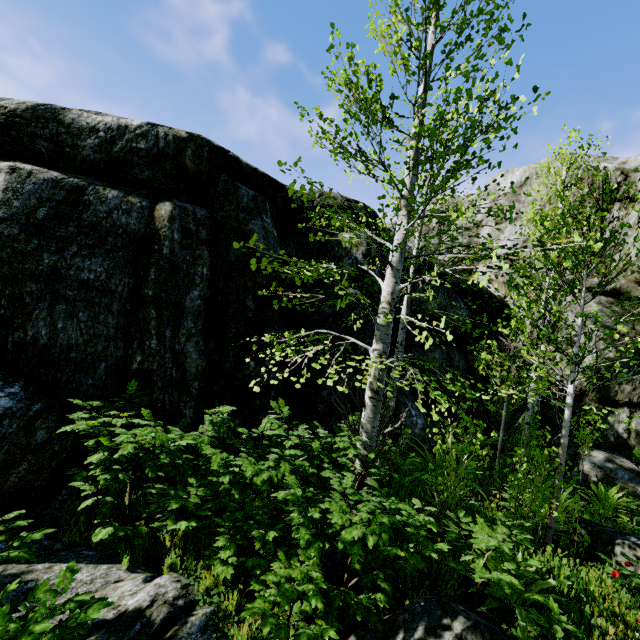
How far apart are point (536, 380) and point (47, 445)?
7.9 meters

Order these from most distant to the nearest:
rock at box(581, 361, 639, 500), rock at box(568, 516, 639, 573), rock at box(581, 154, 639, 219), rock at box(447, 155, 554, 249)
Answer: rock at box(447, 155, 554, 249)
rock at box(581, 154, 639, 219)
rock at box(581, 361, 639, 500)
rock at box(568, 516, 639, 573)

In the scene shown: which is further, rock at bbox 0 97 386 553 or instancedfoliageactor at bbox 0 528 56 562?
rock at bbox 0 97 386 553

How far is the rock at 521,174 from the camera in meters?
13.3

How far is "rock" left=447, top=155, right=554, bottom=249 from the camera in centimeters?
1332cm
